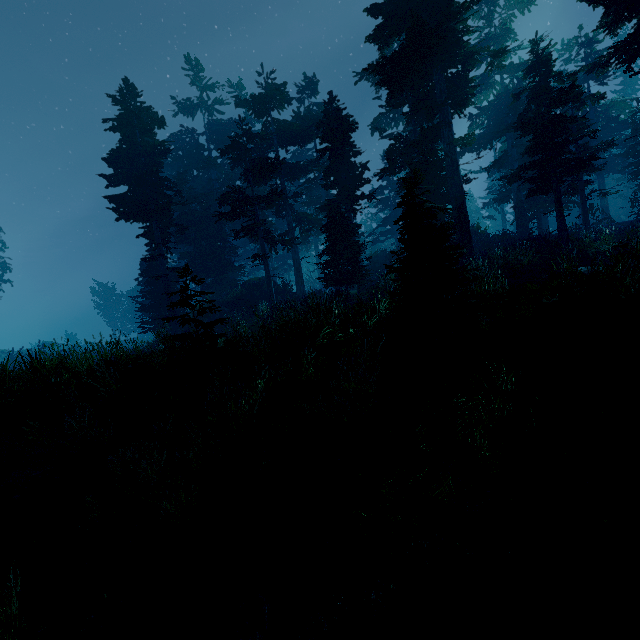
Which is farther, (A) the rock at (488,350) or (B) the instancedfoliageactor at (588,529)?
(A) the rock at (488,350)

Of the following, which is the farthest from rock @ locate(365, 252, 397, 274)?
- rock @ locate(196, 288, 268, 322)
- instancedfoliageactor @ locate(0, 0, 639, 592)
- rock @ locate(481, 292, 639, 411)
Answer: rock @ locate(481, 292, 639, 411)

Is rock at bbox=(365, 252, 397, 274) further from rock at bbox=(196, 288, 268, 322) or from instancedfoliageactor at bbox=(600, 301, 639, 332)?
rock at bbox=(196, 288, 268, 322)

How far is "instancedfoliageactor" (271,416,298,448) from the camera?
6.18m

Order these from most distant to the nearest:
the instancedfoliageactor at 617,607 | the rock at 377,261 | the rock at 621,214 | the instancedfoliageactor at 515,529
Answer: the rock at 621,214 → the rock at 377,261 → the instancedfoliageactor at 515,529 → the instancedfoliageactor at 617,607

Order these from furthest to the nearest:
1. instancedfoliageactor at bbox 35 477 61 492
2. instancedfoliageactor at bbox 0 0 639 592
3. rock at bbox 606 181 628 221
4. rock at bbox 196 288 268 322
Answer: rock at bbox 606 181 628 221 → rock at bbox 196 288 268 322 → instancedfoliageactor at bbox 35 477 61 492 → instancedfoliageactor at bbox 0 0 639 592

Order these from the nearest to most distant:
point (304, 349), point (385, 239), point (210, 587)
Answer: point (210, 587), point (304, 349), point (385, 239)
